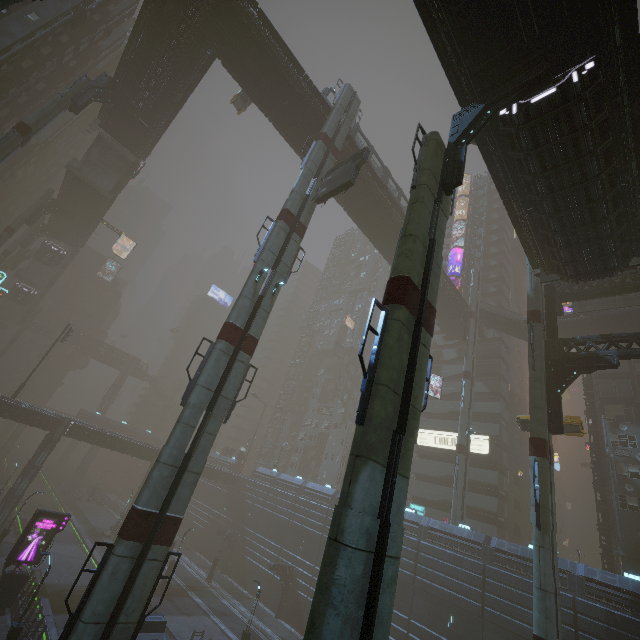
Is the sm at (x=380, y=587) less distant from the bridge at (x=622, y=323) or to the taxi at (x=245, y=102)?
the taxi at (x=245, y=102)

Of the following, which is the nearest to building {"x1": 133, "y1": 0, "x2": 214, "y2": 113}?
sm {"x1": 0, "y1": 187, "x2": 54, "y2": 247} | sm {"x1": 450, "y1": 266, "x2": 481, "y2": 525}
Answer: sm {"x1": 0, "y1": 187, "x2": 54, "y2": 247}

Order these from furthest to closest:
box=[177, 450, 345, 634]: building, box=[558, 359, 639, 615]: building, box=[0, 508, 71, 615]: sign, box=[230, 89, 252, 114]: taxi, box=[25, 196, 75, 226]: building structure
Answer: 1. box=[25, 196, 75, 226]: building structure
2. box=[177, 450, 345, 634]: building
3. box=[230, 89, 252, 114]: taxi
4. box=[558, 359, 639, 615]: building
5. box=[0, 508, 71, 615]: sign

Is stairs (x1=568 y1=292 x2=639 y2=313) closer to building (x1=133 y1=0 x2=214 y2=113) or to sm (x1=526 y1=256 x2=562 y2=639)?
sm (x1=526 y1=256 x2=562 y2=639)

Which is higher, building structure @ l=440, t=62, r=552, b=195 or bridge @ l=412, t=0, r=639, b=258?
bridge @ l=412, t=0, r=639, b=258

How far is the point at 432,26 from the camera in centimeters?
1294cm

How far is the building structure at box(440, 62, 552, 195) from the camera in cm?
1211

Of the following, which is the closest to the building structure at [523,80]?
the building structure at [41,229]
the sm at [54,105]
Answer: the sm at [54,105]
